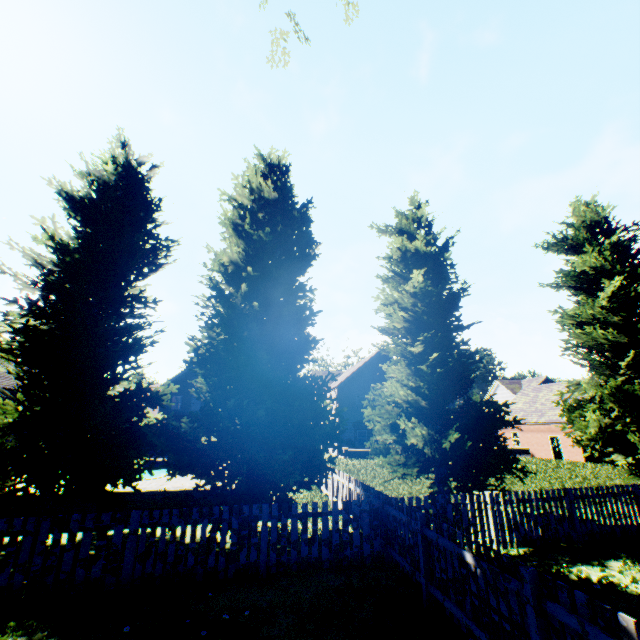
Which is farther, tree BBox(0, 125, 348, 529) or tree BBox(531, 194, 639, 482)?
tree BBox(531, 194, 639, 482)

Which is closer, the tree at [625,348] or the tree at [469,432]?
the tree at [469,432]

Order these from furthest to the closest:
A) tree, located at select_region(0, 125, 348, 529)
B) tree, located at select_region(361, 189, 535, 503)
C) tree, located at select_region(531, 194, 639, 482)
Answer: tree, located at select_region(531, 194, 639, 482), tree, located at select_region(361, 189, 535, 503), tree, located at select_region(0, 125, 348, 529)

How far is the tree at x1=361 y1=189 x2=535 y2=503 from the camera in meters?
10.0

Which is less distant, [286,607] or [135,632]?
A: [135,632]

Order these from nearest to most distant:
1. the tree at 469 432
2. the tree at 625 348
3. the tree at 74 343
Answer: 1. the tree at 74 343
2. the tree at 469 432
3. the tree at 625 348
